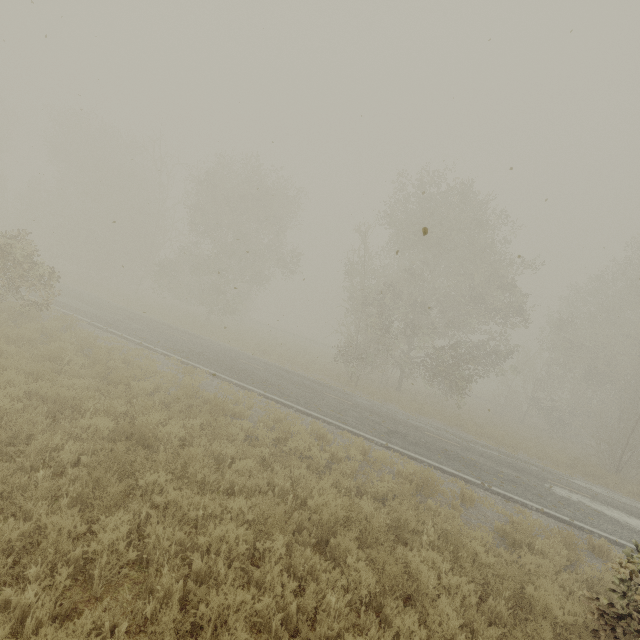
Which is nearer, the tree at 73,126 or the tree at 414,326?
the tree at 414,326

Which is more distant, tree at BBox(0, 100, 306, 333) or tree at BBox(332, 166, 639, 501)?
tree at BBox(0, 100, 306, 333)

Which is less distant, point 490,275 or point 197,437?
point 197,437
